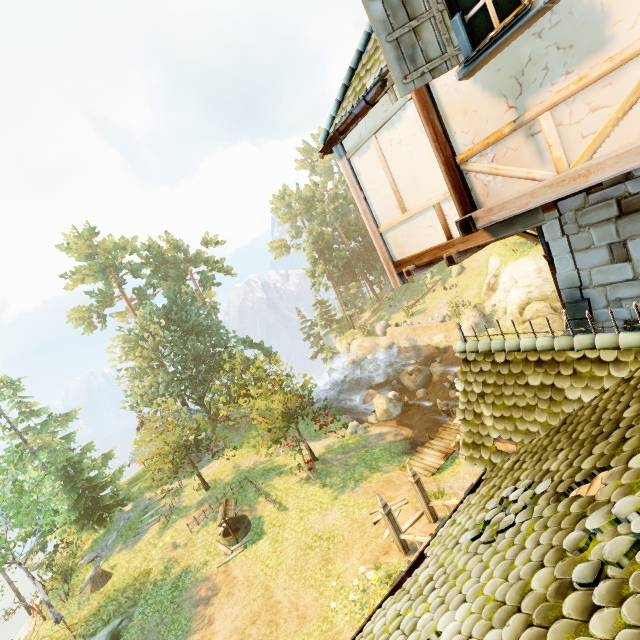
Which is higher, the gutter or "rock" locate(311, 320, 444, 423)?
the gutter

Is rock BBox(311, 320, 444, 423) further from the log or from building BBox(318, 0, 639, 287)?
the log

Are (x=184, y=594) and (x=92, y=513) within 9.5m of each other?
no

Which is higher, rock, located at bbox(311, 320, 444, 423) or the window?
the window

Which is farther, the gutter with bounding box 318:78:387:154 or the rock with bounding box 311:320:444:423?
the rock with bounding box 311:320:444:423

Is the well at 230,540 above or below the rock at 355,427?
above

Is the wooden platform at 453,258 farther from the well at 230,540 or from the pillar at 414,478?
the well at 230,540

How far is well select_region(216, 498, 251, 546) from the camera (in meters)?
16.59
